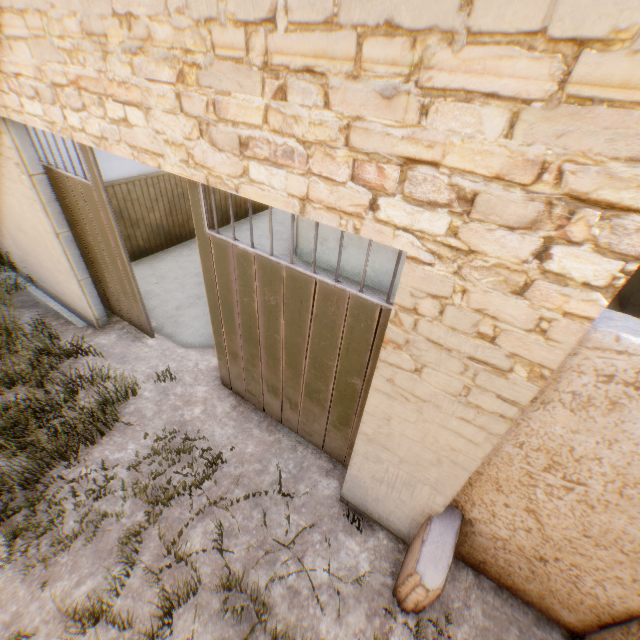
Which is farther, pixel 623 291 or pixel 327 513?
pixel 623 291

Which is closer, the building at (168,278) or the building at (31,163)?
the building at (31,163)

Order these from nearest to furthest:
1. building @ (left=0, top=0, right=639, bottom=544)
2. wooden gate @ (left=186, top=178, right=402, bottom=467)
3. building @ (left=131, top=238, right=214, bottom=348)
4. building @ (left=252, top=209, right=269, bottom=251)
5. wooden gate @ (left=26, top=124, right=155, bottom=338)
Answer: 1. building @ (left=0, top=0, right=639, bottom=544)
2. wooden gate @ (left=186, top=178, right=402, bottom=467)
3. wooden gate @ (left=26, top=124, right=155, bottom=338)
4. building @ (left=131, top=238, right=214, bottom=348)
5. building @ (left=252, top=209, right=269, bottom=251)

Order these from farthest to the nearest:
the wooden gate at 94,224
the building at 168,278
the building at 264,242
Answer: the building at 264,242
the building at 168,278
the wooden gate at 94,224

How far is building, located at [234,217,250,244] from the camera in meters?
8.0 m

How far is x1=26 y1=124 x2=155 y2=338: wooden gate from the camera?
3.5m

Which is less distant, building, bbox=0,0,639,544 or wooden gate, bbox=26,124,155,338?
building, bbox=0,0,639,544
